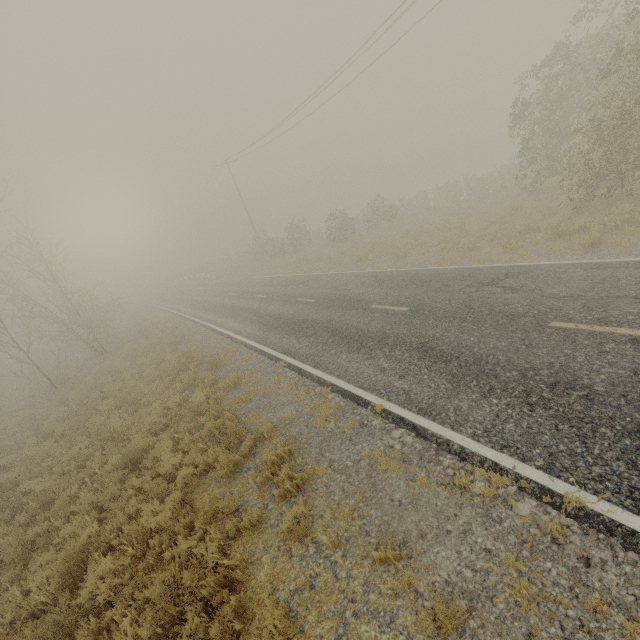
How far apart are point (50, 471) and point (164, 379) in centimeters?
473cm
